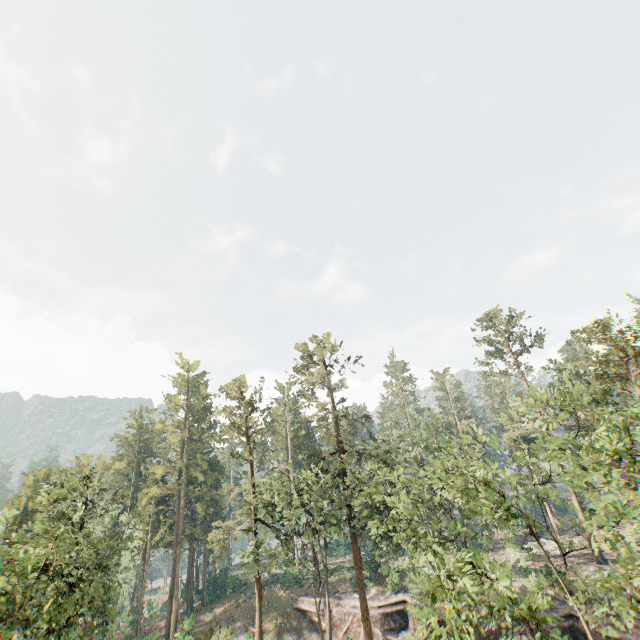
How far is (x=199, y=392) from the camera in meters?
56.6

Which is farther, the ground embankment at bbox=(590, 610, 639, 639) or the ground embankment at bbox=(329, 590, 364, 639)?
the ground embankment at bbox=(329, 590, 364, 639)

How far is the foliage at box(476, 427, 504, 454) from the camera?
17.16m

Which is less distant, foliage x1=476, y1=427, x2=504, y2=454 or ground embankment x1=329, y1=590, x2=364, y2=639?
foliage x1=476, y1=427, x2=504, y2=454

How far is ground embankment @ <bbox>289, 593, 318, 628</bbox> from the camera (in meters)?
39.32

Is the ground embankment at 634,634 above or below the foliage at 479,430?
below

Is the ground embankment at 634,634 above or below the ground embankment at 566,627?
above
